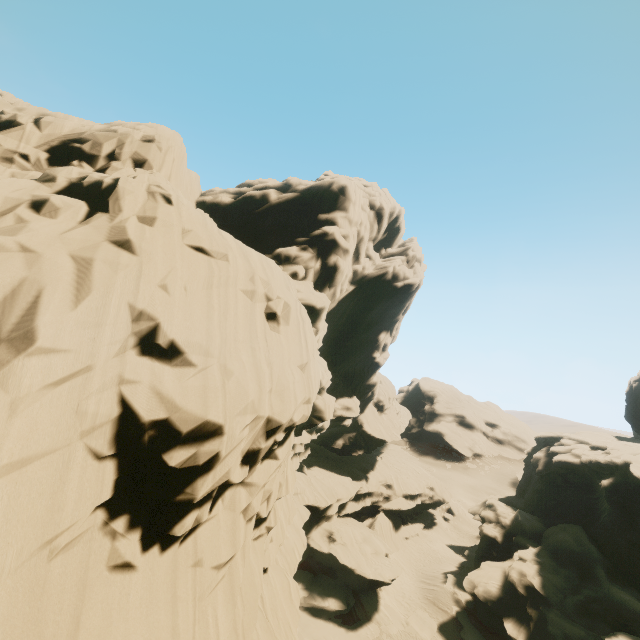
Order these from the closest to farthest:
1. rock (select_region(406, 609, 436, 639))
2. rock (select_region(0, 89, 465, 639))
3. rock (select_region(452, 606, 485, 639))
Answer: rock (select_region(0, 89, 465, 639)) < rock (select_region(452, 606, 485, 639)) < rock (select_region(406, 609, 436, 639))

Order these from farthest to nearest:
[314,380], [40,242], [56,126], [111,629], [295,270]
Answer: [295,270]
[56,126]
[314,380]
[40,242]
[111,629]

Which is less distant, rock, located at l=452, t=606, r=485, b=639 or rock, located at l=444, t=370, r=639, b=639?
rock, located at l=444, t=370, r=639, b=639

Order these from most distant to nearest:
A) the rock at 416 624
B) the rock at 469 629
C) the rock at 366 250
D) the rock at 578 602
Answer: the rock at 416 624, the rock at 469 629, the rock at 578 602, the rock at 366 250

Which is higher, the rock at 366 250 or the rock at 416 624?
the rock at 366 250

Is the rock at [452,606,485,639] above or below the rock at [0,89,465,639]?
below
